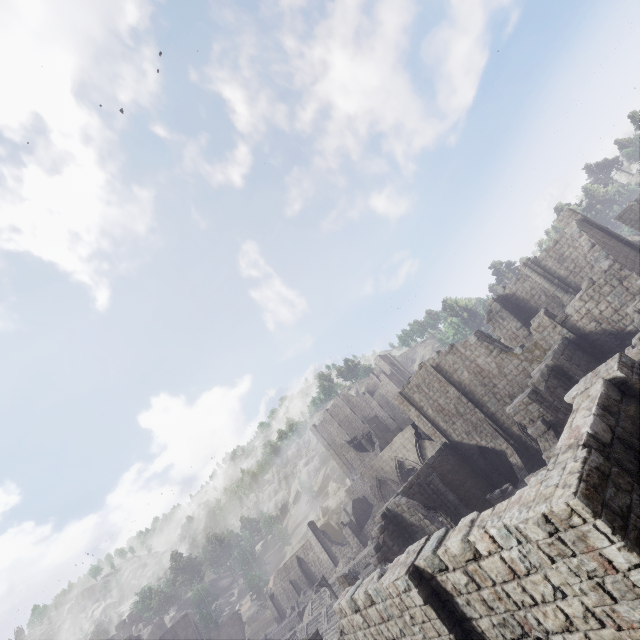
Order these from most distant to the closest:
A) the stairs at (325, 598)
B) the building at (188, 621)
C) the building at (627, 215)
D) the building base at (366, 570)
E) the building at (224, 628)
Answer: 1. the building at (224, 628)
2. the building at (188, 621)
3. the stairs at (325, 598)
4. the building base at (366, 570)
5. the building at (627, 215)

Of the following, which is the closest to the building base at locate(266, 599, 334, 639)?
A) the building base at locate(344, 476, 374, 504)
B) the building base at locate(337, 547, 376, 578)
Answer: the building base at locate(337, 547, 376, 578)

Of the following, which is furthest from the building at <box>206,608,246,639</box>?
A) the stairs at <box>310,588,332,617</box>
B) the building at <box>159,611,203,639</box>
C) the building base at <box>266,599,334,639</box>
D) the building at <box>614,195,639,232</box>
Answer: the stairs at <box>310,588,332,617</box>

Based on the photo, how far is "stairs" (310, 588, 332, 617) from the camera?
35.32m

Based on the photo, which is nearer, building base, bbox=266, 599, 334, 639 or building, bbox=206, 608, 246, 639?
building base, bbox=266, 599, 334, 639

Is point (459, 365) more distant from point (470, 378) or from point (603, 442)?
point (603, 442)

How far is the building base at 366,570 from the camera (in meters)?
31.80
